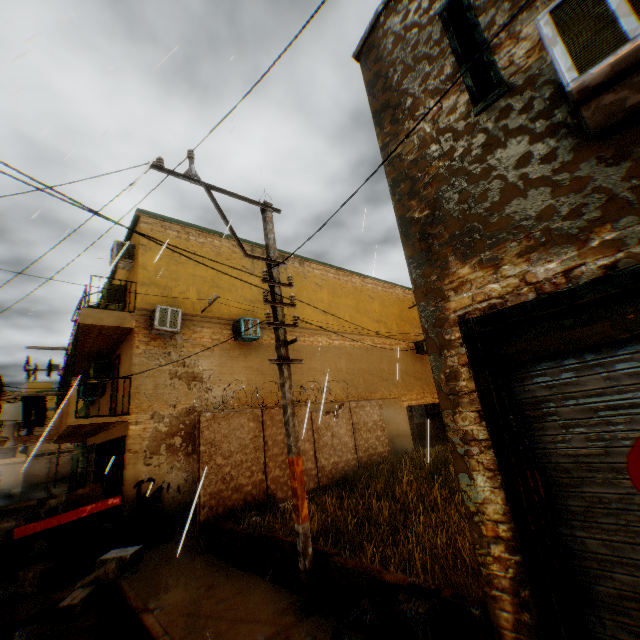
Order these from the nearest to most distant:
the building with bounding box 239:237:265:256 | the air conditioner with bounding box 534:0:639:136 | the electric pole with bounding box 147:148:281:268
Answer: the air conditioner with bounding box 534:0:639:136
the electric pole with bounding box 147:148:281:268
the building with bounding box 239:237:265:256

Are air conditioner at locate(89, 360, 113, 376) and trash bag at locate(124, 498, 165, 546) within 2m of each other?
no

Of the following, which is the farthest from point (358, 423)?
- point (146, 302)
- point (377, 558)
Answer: point (146, 302)

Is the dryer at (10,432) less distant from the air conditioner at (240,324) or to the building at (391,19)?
the building at (391,19)

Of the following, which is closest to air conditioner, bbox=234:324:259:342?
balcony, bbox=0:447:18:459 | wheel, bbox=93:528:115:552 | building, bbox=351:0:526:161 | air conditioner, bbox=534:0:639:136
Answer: building, bbox=351:0:526:161

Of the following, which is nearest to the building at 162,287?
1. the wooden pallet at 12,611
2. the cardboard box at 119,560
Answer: the cardboard box at 119,560

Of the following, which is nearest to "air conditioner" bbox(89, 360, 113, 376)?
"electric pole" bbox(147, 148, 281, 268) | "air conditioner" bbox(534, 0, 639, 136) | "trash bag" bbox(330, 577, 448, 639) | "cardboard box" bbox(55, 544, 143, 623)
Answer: "electric pole" bbox(147, 148, 281, 268)

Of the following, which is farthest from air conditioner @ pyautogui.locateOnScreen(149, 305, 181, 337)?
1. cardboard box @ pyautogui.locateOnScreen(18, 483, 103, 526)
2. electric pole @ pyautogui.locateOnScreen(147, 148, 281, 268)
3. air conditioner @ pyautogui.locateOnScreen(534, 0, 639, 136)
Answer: air conditioner @ pyautogui.locateOnScreen(534, 0, 639, 136)
